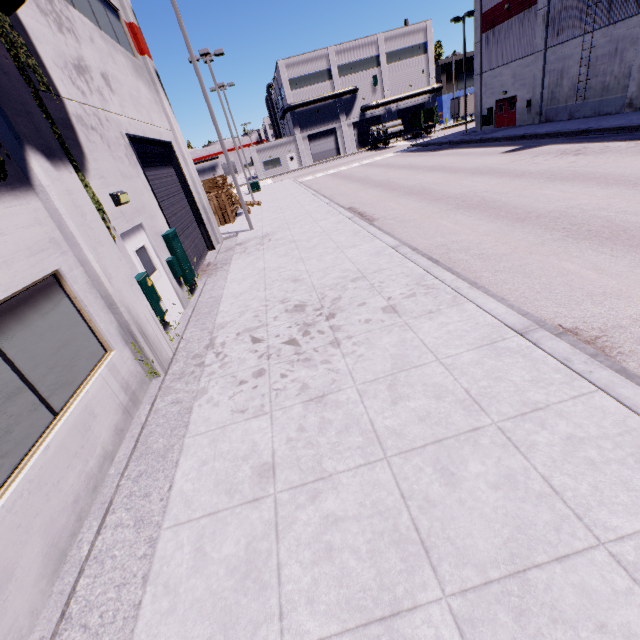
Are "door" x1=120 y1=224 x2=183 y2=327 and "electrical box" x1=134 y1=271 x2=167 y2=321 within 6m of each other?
yes

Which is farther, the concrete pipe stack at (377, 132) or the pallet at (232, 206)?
the concrete pipe stack at (377, 132)

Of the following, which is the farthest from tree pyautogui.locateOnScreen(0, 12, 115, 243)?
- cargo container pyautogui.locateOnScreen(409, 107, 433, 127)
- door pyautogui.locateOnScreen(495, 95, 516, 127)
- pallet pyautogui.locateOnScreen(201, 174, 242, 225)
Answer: cargo container pyautogui.locateOnScreen(409, 107, 433, 127)

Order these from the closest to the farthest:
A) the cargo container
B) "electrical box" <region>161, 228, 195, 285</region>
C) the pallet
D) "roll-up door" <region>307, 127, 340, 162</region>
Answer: "electrical box" <region>161, 228, 195, 285</region> < the pallet < the cargo container < "roll-up door" <region>307, 127, 340, 162</region>

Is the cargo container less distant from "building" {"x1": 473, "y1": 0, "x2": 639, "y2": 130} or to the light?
"building" {"x1": 473, "y1": 0, "x2": 639, "y2": 130}

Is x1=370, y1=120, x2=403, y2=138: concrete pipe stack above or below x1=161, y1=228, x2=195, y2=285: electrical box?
above

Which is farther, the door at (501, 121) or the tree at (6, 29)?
the door at (501, 121)

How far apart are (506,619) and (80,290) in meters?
6.2 m
